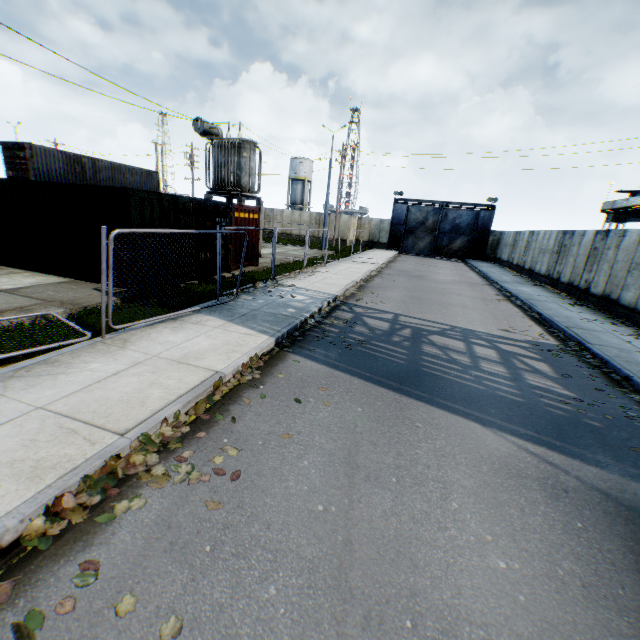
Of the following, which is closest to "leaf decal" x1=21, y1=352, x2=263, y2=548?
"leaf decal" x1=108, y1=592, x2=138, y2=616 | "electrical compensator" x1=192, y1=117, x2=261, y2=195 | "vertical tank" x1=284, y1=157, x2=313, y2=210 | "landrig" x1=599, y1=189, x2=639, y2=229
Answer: "leaf decal" x1=108, y1=592, x2=138, y2=616

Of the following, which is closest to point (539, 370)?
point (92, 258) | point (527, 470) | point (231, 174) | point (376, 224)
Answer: point (527, 470)

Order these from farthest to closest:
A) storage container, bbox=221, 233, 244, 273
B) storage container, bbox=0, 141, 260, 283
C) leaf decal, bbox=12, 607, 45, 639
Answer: storage container, bbox=221, 233, 244, 273, storage container, bbox=0, 141, 260, 283, leaf decal, bbox=12, 607, 45, 639

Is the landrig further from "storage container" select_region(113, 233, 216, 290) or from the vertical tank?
the vertical tank

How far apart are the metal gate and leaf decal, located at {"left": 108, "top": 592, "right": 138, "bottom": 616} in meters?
40.1

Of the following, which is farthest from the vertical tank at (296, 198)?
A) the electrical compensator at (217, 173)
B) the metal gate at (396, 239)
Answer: the electrical compensator at (217, 173)

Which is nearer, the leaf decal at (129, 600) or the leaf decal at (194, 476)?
the leaf decal at (129, 600)

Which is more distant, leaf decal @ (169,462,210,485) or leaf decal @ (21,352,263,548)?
leaf decal @ (169,462,210,485)
